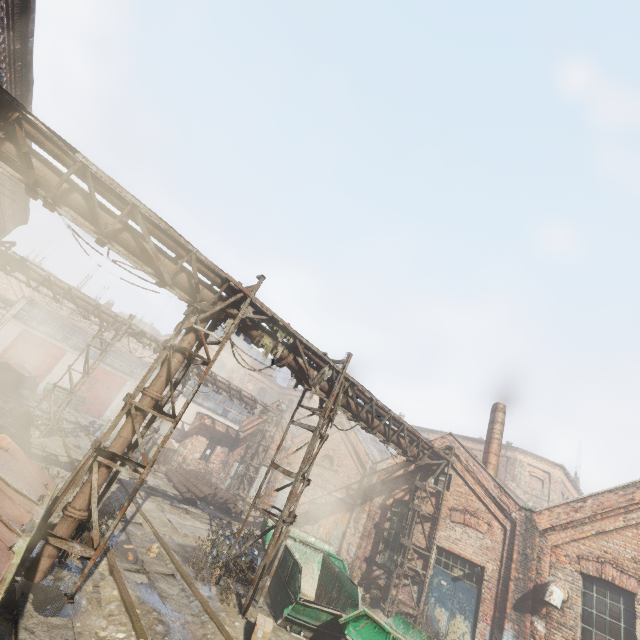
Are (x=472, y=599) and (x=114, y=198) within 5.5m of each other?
no

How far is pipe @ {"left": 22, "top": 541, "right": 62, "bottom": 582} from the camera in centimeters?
542cm

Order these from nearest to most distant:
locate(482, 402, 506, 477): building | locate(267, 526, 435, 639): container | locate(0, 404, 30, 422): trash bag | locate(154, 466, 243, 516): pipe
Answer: locate(267, 526, 435, 639): container < locate(0, 404, 30, 422): trash bag < locate(482, 402, 506, 477): building < locate(154, 466, 243, 516): pipe

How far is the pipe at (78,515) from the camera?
5.7 meters

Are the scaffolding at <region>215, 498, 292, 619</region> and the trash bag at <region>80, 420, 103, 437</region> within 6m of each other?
no

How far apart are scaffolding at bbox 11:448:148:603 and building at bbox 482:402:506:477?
15.2 meters

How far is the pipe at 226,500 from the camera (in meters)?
16.92

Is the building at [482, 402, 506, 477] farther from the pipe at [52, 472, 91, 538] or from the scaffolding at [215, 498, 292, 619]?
the scaffolding at [215, 498, 292, 619]
